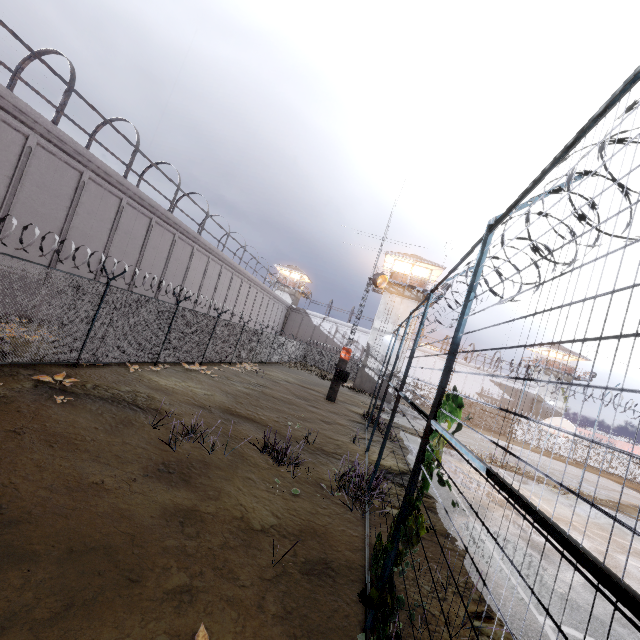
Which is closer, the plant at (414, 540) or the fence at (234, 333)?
the plant at (414, 540)

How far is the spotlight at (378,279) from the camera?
21.38m

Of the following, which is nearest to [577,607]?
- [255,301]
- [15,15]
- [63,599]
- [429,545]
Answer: [429,545]

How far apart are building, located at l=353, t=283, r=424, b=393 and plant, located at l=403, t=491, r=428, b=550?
28.5m

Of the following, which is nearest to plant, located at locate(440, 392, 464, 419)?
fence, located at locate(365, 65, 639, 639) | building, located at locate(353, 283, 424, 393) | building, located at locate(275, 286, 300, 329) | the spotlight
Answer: fence, located at locate(365, 65, 639, 639)

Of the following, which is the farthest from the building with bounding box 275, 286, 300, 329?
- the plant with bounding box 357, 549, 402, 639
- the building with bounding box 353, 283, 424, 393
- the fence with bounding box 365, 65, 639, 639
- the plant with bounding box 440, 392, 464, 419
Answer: the plant with bounding box 440, 392, 464, 419

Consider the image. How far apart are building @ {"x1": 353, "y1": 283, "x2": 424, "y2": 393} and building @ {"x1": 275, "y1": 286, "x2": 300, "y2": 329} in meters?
23.6

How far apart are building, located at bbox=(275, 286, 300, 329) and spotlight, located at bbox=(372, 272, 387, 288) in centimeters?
3368cm
